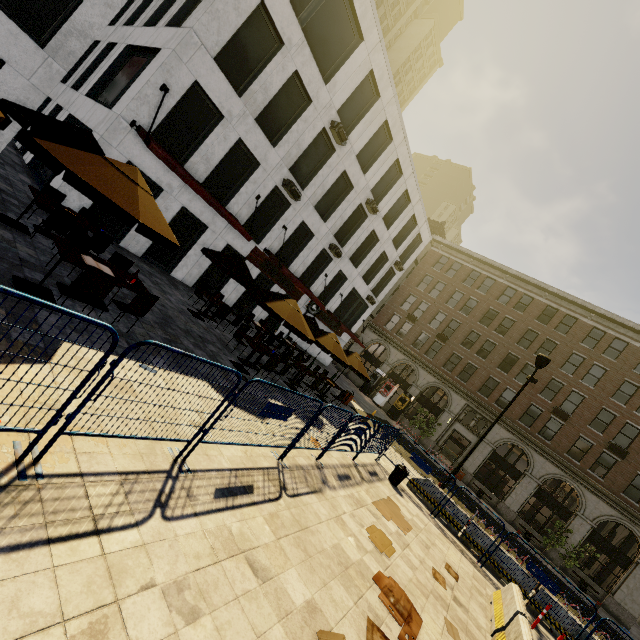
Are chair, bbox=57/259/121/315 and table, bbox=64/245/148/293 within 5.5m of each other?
yes

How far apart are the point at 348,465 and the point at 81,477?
8.1m

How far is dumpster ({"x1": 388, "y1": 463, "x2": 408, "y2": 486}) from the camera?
11.8 meters

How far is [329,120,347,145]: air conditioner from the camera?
16.8 meters

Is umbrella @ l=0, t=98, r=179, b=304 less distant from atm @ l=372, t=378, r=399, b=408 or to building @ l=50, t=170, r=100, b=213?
building @ l=50, t=170, r=100, b=213

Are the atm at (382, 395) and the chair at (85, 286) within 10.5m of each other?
no

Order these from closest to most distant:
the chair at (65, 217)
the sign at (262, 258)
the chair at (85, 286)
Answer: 1. the chair at (85, 286)
2. the chair at (65, 217)
3. the sign at (262, 258)

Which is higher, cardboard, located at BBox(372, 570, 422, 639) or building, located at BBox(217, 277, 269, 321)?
building, located at BBox(217, 277, 269, 321)
